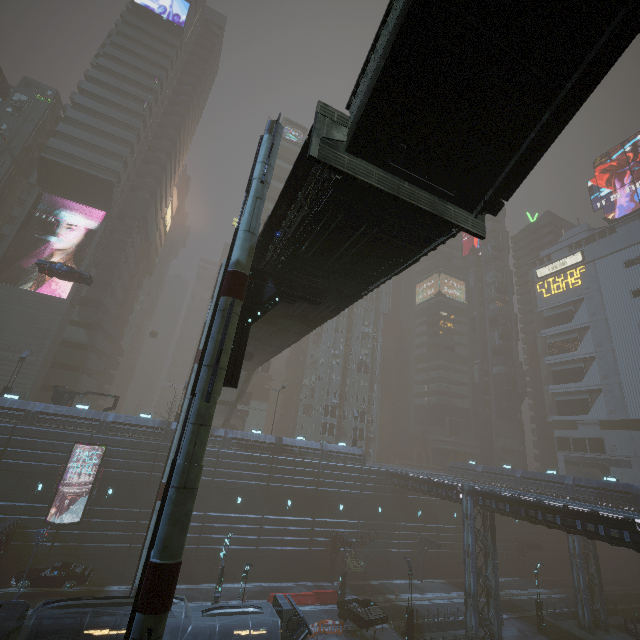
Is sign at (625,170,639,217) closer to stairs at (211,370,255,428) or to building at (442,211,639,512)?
building at (442,211,639,512)

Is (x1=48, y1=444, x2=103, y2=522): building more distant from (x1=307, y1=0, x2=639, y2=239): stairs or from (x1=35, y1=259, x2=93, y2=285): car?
(x1=307, y1=0, x2=639, y2=239): stairs

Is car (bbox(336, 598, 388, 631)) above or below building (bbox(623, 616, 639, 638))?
above

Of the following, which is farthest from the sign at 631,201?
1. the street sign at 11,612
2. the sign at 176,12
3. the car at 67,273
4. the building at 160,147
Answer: the street sign at 11,612

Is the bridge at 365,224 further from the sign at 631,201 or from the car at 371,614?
the sign at 631,201

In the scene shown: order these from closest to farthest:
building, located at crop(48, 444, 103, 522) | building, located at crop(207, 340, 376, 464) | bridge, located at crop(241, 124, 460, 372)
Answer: bridge, located at crop(241, 124, 460, 372) < building, located at crop(48, 444, 103, 522) < building, located at crop(207, 340, 376, 464)

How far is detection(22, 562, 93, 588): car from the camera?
24.7 meters

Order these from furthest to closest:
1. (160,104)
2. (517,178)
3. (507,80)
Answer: (160,104), (517,178), (507,80)
